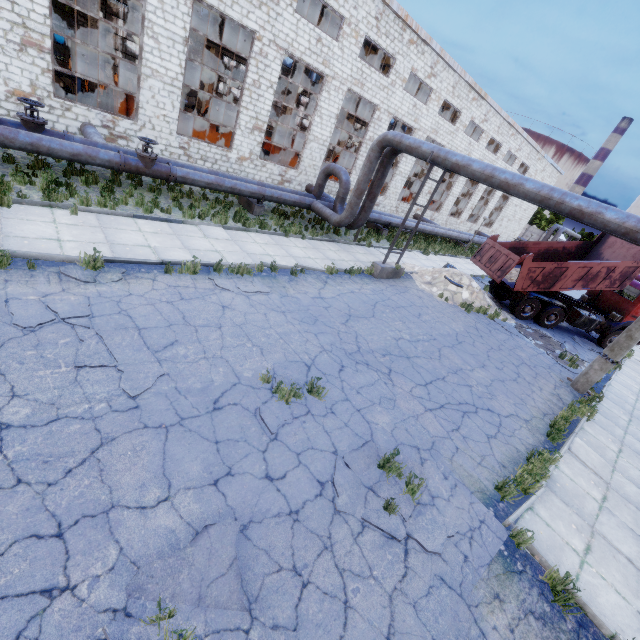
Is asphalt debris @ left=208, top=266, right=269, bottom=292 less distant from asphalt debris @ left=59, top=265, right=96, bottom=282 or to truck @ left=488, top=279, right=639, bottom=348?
asphalt debris @ left=59, top=265, right=96, bottom=282

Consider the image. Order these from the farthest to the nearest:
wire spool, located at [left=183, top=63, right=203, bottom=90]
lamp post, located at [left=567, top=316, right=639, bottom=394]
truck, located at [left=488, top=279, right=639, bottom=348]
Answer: wire spool, located at [left=183, top=63, right=203, bottom=90] < truck, located at [left=488, top=279, right=639, bottom=348] < lamp post, located at [left=567, top=316, right=639, bottom=394]

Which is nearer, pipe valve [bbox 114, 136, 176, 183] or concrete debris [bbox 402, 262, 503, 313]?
pipe valve [bbox 114, 136, 176, 183]

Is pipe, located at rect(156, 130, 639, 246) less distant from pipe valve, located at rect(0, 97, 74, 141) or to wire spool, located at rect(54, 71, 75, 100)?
pipe valve, located at rect(0, 97, 74, 141)

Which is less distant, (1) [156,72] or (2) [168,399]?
(2) [168,399]

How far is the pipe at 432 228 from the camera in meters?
24.3

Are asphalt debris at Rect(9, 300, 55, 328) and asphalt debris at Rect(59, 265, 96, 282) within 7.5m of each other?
yes

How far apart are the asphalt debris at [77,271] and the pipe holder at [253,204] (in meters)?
8.53
